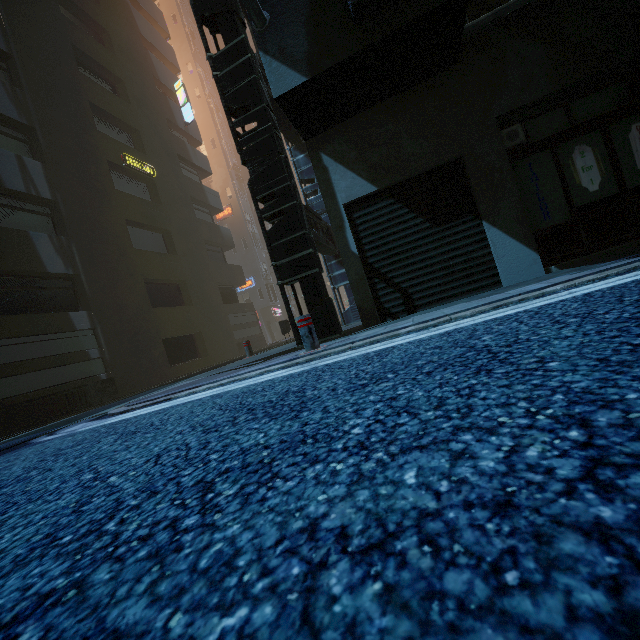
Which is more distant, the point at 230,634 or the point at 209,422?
the point at 209,422

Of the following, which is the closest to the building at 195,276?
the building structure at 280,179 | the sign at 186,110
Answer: the building structure at 280,179

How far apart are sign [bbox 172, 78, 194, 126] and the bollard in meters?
24.3

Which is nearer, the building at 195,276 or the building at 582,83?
the building at 582,83

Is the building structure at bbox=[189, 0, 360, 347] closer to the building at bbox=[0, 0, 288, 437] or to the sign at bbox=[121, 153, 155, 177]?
the building at bbox=[0, 0, 288, 437]

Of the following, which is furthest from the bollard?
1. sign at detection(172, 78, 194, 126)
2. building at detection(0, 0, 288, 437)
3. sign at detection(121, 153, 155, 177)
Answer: sign at detection(172, 78, 194, 126)

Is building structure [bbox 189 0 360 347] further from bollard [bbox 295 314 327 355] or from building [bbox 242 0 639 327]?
bollard [bbox 295 314 327 355]

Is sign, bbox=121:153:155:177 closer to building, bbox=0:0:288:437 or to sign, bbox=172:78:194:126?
building, bbox=0:0:288:437
